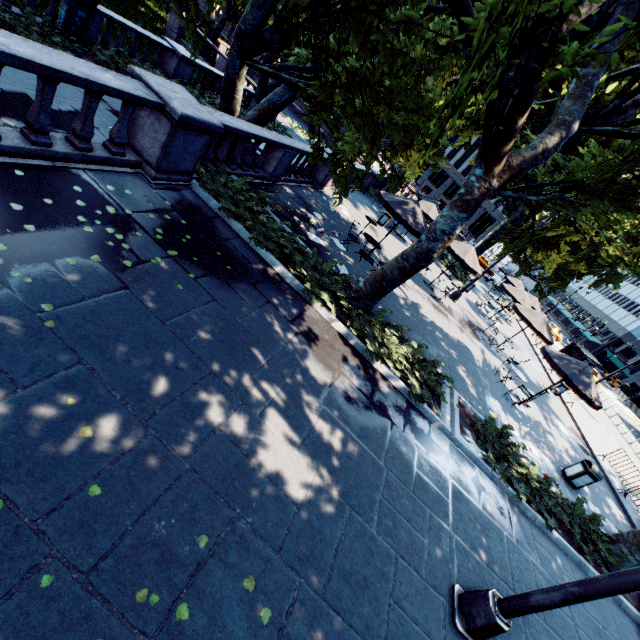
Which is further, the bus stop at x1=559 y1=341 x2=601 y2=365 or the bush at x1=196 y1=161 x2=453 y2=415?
the bus stop at x1=559 y1=341 x2=601 y2=365

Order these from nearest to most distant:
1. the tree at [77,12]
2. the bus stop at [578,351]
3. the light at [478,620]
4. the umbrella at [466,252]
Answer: the light at [478,620] → the tree at [77,12] → the umbrella at [466,252] → the bus stop at [578,351]

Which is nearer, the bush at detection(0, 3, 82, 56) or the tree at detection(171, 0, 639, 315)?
the tree at detection(171, 0, 639, 315)

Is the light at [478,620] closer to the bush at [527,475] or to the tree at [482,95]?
the tree at [482,95]

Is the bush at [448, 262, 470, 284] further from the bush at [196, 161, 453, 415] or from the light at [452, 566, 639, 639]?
the light at [452, 566, 639, 639]

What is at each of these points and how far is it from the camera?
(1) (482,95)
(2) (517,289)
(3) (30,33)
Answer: (1) tree, 4.56m
(2) umbrella, 21.67m
(3) bush, 10.95m

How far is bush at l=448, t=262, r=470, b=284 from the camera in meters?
26.1

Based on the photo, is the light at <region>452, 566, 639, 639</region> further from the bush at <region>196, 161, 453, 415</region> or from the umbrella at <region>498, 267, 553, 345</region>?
the umbrella at <region>498, 267, 553, 345</region>
